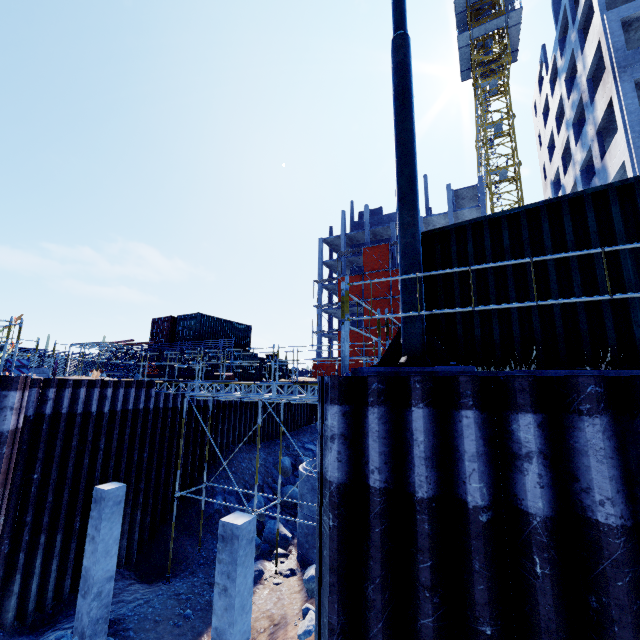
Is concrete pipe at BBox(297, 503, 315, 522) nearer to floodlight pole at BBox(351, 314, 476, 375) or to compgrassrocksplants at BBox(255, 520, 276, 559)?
compgrassrocksplants at BBox(255, 520, 276, 559)

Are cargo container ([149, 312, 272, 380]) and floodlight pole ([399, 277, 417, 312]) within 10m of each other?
no

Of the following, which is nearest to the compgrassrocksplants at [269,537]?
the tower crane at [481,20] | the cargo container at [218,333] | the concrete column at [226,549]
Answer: the concrete column at [226,549]

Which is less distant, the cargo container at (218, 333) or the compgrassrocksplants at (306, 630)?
the compgrassrocksplants at (306, 630)

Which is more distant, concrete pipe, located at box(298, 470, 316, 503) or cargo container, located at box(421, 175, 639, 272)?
concrete pipe, located at box(298, 470, 316, 503)

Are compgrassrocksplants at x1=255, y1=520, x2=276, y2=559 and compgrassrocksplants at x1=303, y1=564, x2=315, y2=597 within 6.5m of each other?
yes

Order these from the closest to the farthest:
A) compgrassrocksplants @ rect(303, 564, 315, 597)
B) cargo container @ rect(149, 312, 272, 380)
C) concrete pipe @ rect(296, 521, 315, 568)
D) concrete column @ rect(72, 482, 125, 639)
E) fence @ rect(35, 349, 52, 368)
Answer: concrete column @ rect(72, 482, 125, 639)
compgrassrocksplants @ rect(303, 564, 315, 597)
concrete pipe @ rect(296, 521, 315, 568)
cargo container @ rect(149, 312, 272, 380)
fence @ rect(35, 349, 52, 368)

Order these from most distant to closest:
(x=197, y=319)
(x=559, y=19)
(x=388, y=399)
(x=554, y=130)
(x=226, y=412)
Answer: (x=554, y=130) → (x=559, y=19) → (x=197, y=319) → (x=226, y=412) → (x=388, y=399)
